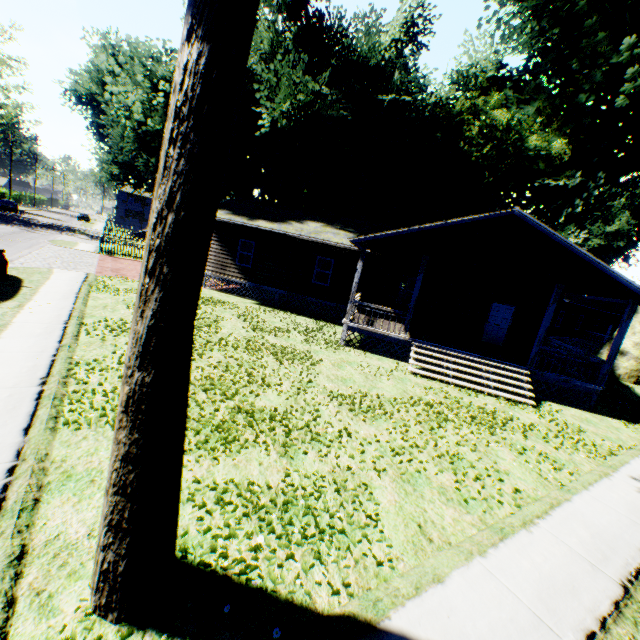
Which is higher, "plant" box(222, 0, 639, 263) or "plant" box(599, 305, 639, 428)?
"plant" box(222, 0, 639, 263)

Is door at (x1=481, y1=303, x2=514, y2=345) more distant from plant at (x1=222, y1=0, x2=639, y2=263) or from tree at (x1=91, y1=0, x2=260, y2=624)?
tree at (x1=91, y1=0, x2=260, y2=624)

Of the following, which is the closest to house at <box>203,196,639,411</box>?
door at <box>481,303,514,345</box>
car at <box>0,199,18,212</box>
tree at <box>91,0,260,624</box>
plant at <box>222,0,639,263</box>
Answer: door at <box>481,303,514,345</box>

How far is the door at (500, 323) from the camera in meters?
17.1 m

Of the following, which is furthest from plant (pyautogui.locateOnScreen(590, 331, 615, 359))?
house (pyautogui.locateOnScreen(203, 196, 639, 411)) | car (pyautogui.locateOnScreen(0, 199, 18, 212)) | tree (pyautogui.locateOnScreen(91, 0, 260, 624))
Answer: car (pyautogui.locateOnScreen(0, 199, 18, 212))

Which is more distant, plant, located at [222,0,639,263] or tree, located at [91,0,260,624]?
plant, located at [222,0,639,263]

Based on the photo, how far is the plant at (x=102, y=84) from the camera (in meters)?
19.62

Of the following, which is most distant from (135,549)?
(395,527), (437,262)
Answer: (437,262)
